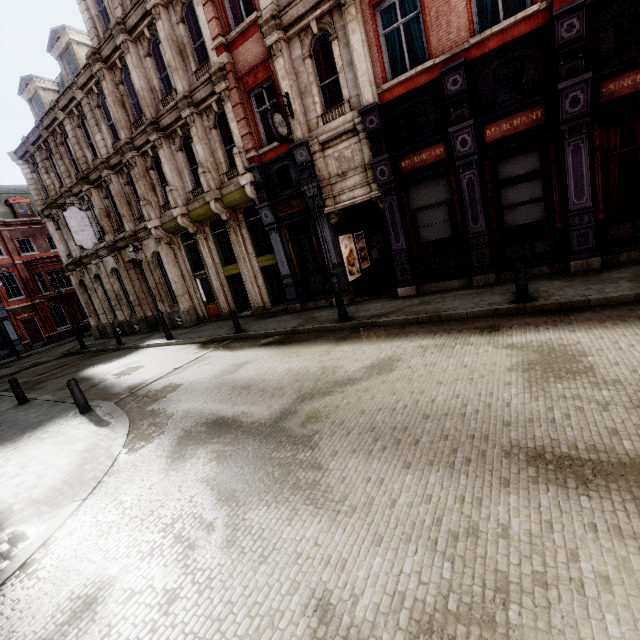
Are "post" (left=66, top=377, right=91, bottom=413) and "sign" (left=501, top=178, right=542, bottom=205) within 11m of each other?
no

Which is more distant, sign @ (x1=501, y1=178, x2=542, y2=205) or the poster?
the poster

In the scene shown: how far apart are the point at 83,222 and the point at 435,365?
21.7 meters

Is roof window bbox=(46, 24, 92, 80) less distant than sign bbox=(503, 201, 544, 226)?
No

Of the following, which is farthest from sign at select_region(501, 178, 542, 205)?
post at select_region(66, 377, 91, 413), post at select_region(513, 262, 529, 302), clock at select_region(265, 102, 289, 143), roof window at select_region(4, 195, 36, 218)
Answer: roof window at select_region(4, 195, 36, 218)

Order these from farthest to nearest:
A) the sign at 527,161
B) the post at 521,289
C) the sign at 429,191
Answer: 1. the sign at 429,191
2. the sign at 527,161
3. the post at 521,289

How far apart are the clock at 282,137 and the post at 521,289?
8.1 meters

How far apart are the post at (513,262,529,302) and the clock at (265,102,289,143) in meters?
8.1 m
